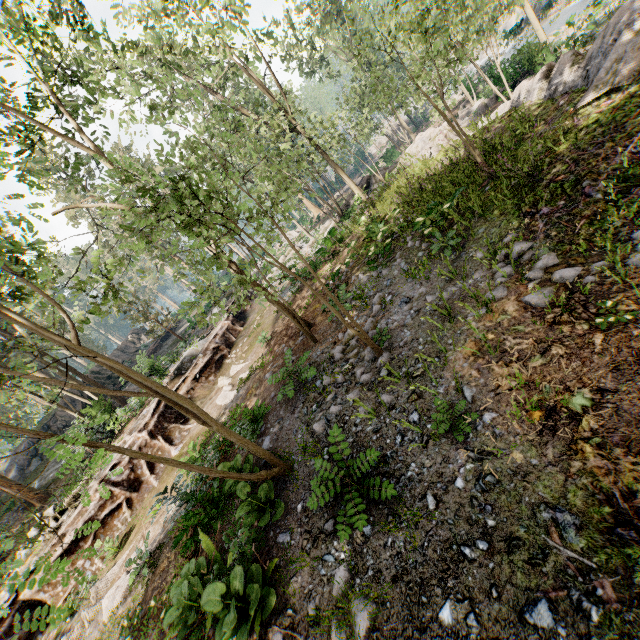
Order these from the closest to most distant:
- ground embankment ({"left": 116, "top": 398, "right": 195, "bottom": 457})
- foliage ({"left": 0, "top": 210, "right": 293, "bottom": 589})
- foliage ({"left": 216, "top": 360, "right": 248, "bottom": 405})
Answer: foliage ({"left": 0, "top": 210, "right": 293, "bottom": 589}), foliage ({"left": 216, "top": 360, "right": 248, "bottom": 405}), ground embankment ({"left": 116, "top": 398, "right": 195, "bottom": 457})

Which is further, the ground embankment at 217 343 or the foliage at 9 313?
the ground embankment at 217 343

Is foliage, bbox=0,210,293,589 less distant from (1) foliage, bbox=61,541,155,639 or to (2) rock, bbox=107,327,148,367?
(2) rock, bbox=107,327,148,367

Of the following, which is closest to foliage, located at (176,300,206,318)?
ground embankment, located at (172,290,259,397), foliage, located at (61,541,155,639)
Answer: ground embankment, located at (172,290,259,397)

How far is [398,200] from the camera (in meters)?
15.26

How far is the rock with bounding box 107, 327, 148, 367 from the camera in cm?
3516

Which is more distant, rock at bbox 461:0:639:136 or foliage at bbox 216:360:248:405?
foliage at bbox 216:360:248:405

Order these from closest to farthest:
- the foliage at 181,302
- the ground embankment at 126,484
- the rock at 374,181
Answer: the foliage at 181,302 → the ground embankment at 126,484 → the rock at 374,181
